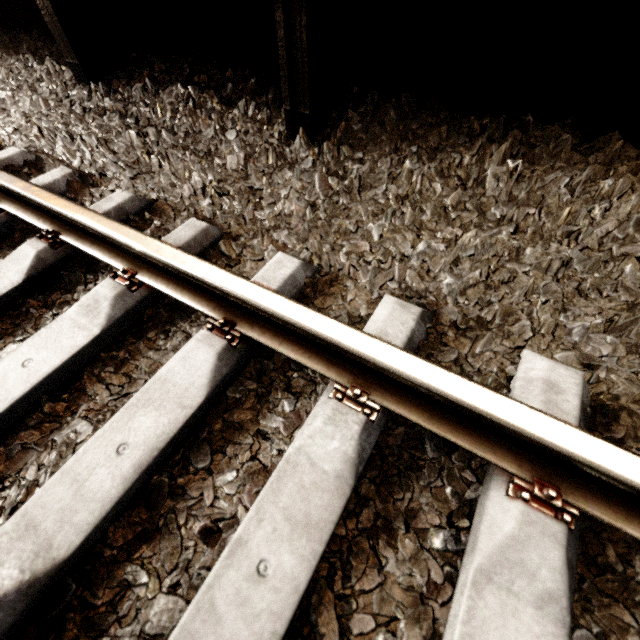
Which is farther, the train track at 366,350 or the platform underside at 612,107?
the platform underside at 612,107

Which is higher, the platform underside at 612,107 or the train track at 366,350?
the platform underside at 612,107

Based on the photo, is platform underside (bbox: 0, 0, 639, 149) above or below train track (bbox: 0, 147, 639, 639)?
above

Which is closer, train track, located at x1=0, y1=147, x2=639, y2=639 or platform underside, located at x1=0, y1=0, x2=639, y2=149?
train track, located at x1=0, y1=147, x2=639, y2=639

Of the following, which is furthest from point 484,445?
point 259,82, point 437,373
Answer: point 259,82
